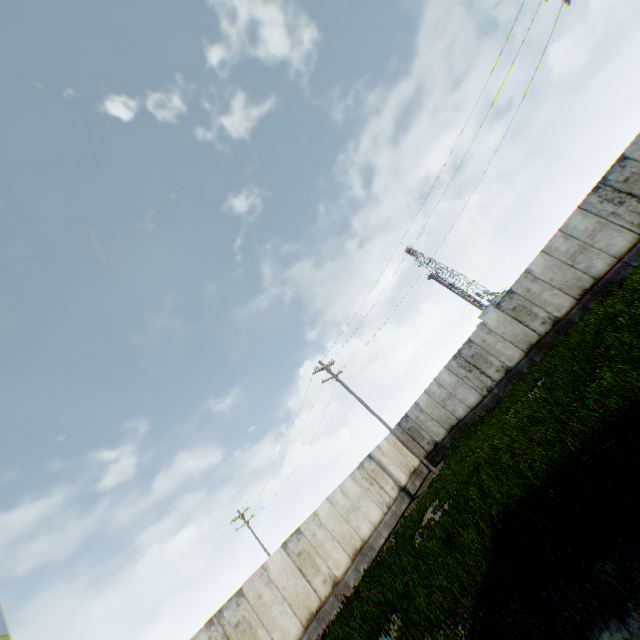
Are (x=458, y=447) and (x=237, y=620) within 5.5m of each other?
no
